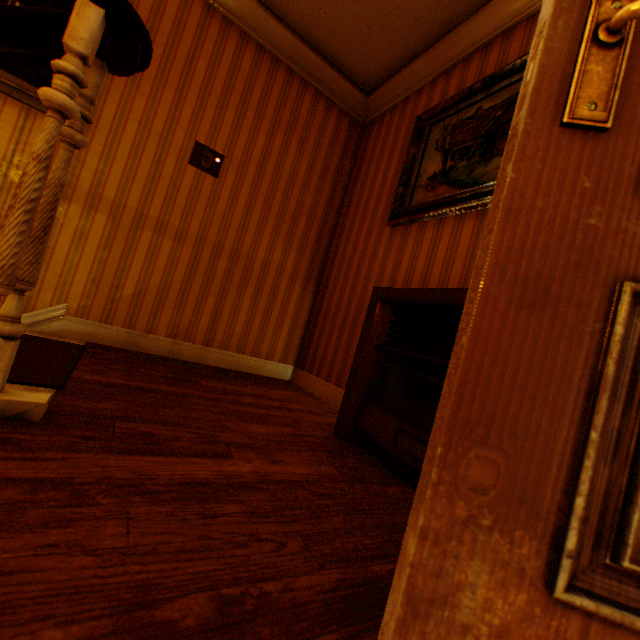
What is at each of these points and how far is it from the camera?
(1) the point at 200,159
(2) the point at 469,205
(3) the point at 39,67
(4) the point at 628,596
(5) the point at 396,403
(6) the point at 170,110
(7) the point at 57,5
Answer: (1) light switch, 2.8 meters
(2) painting, 2.1 meters
(3) picture frame, 2.2 meters
(4) childactor, 0.5 meters
(5) heater, 1.6 meters
(6) building, 2.6 meters
(7) picture frame, 2.2 meters

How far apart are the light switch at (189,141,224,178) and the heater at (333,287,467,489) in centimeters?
190cm

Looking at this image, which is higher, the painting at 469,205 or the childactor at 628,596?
the painting at 469,205

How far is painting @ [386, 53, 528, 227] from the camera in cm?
206

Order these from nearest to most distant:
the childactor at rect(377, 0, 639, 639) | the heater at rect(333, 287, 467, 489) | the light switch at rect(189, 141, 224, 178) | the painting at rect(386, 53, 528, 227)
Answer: the childactor at rect(377, 0, 639, 639) → the heater at rect(333, 287, 467, 489) → the painting at rect(386, 53, 528, 227) → the light switch at rect(189, 141, 224, 178)

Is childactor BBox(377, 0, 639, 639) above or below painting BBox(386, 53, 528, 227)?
below

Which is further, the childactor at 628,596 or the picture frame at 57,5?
the picture frame at 57,5

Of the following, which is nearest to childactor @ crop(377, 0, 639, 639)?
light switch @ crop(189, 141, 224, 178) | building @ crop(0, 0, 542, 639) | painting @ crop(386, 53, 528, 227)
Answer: building @ crop(0, 0, 542, 639)
